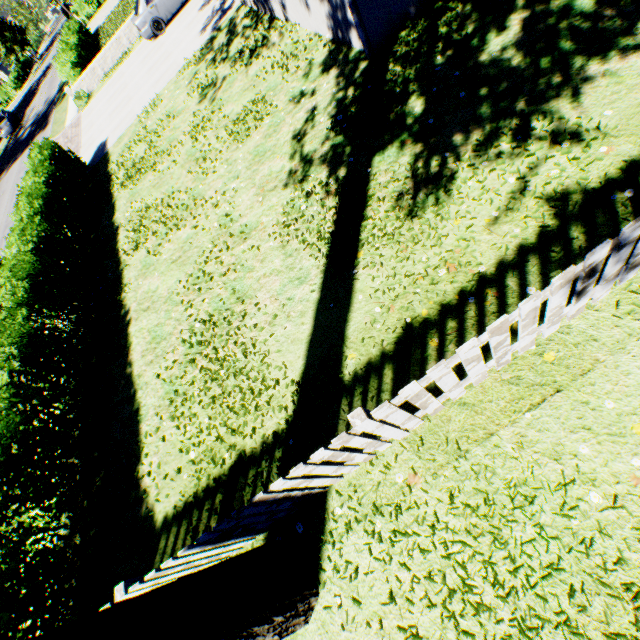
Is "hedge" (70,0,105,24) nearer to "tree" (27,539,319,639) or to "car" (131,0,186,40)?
"tree" (27,539,319,639)

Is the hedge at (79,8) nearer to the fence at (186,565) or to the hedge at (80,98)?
the hedge at (80,98)

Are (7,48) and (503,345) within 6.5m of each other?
no

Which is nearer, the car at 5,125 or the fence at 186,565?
the fence at 186,565

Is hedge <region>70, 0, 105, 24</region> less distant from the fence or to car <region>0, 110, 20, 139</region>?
car <region>0, 110, 20, 139</region>

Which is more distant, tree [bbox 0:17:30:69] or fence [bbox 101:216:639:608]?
tree [bbox 0:17:30:69]

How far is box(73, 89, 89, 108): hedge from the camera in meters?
19.9 m

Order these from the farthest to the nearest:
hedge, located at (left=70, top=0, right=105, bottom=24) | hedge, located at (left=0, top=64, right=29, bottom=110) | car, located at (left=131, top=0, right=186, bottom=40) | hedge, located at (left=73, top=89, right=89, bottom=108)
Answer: hedge, located at (left=0, top=64, right=29, bottom=110)
hedge, located at (left=70, top=0, right=105, bottom=24)
hedge, located at (left=73, top=89, right=89, bottom=108)
car, located at (left=131, top=0, right=186, bottom=40)
